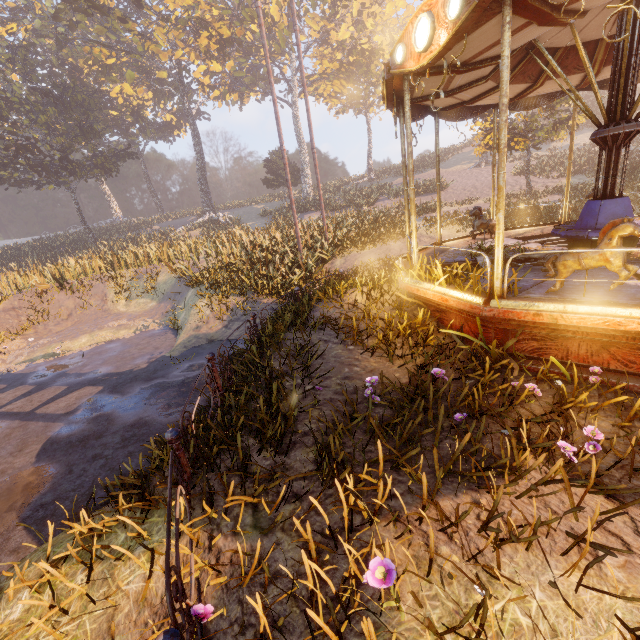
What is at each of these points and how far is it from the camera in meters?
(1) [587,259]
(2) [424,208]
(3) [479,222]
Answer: (1) horse, 4.1 m
(2) instancedfoliageactor, 21.1 m
(3) horse, 8.6 m

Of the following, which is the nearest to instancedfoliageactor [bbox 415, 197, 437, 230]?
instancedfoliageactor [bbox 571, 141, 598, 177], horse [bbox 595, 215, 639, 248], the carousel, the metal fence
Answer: the carousel

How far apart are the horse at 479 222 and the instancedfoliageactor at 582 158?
20.56m

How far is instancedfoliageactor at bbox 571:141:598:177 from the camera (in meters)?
20.33

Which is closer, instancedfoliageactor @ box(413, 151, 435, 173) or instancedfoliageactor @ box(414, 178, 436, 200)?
instancedfoliageactor @ box(414, 178, 436, 200)

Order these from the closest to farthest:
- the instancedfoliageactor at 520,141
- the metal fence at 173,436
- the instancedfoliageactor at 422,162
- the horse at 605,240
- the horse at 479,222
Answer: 1. the metal fence at 173,436
2. the horse at 605,240
3. the horse at 479,222
4. the instancedfoliageactor at 520,141
5. the instancedfoliageactor at 422,162

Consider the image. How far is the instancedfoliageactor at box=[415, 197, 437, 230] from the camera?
14.7m

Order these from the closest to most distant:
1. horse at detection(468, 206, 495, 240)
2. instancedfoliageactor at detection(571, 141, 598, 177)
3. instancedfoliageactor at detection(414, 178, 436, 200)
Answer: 1. horse at detection(468, 206, 495, 240)
2. instancedfoliageactor at detection(571, 141, 598, 177)
3. instancedfoliageactor at detection(414, 178, 436, 200)
